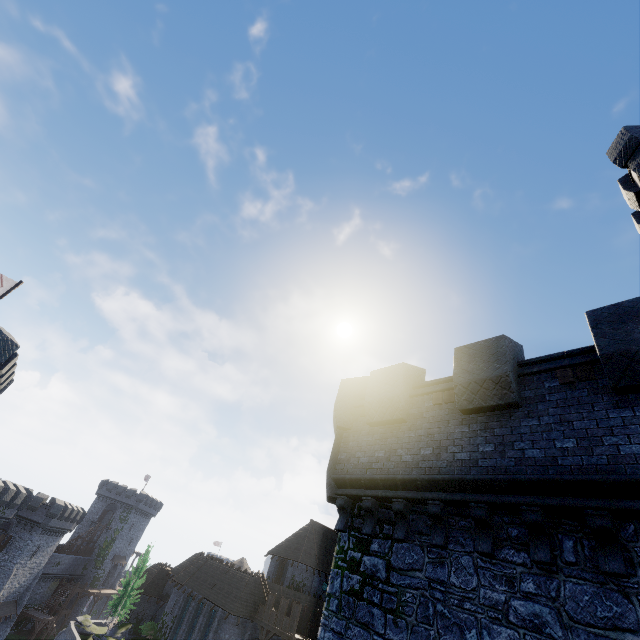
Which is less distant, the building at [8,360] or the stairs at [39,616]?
the building at [8,360]

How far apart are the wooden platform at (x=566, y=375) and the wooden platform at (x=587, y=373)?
0.1 meters

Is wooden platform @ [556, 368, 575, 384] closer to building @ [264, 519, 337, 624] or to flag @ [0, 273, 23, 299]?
flag @ [0, 273, 23, 299]

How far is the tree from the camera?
40.16m

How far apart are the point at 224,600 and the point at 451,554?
38.4 meters

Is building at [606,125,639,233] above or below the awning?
above

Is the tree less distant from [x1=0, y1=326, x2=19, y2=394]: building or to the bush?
the bush

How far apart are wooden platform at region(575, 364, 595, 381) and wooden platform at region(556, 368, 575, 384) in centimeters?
9cm
